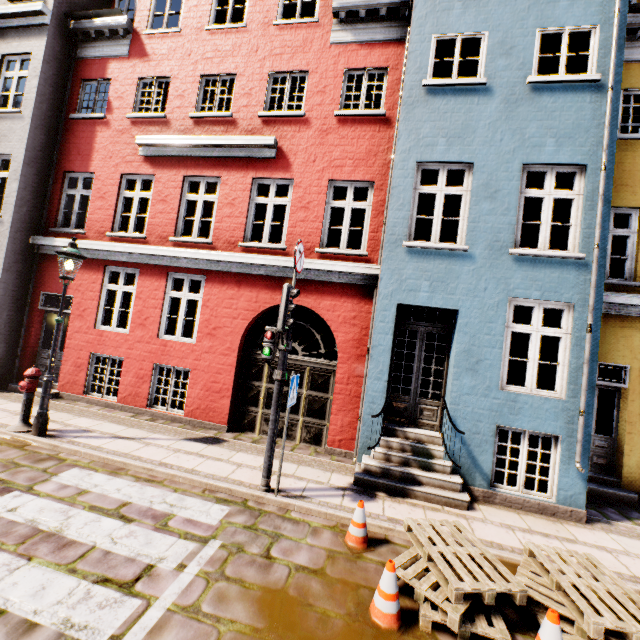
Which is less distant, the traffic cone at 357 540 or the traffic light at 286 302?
the traffic cone at 357 540

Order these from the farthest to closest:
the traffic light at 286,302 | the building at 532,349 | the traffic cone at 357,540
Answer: the building at 532,349 → the traffic light at 286,302 → the traffic cone at 357,540

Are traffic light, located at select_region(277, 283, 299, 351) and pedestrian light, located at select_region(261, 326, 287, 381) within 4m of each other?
yes

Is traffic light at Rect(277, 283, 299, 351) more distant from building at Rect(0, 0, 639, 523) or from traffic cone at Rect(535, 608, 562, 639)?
traffic cone at Rect(535, 608, 562, 639)

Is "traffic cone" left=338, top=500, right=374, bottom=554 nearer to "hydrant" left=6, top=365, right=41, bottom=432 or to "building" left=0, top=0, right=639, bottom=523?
"building" left=0, top=0, right=639, bottom=523

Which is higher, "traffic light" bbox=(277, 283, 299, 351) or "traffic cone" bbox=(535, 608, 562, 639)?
"traffic light" bbox=(277, 283, 299, 351)

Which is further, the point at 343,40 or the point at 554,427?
the point at 343,40

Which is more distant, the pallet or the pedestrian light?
the pedestrian light
